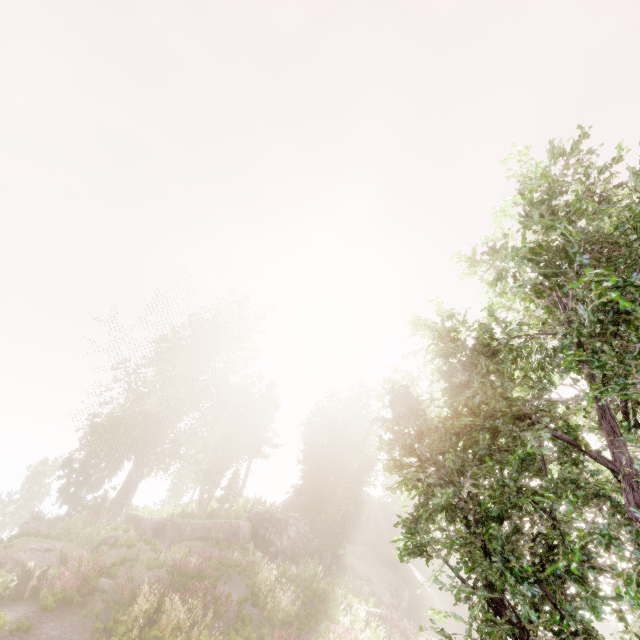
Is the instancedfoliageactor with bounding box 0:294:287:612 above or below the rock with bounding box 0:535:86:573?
above

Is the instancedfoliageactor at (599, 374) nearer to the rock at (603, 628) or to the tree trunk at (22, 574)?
the rock at (603, 628)

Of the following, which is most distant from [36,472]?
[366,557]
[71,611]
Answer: [366,557]

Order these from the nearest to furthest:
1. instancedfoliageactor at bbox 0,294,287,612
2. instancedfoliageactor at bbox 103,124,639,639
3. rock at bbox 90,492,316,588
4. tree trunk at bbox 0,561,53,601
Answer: instancedfoliageactor at bbox 103,124,639,639, tree trunk at bbox 0,561,53,601, rock at bbox 90,492,316,588, instancedfoliageactor at bbox 0,294,287,612

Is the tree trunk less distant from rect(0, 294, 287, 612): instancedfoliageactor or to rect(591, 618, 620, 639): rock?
rect(591, 618, 620, 639): rock
